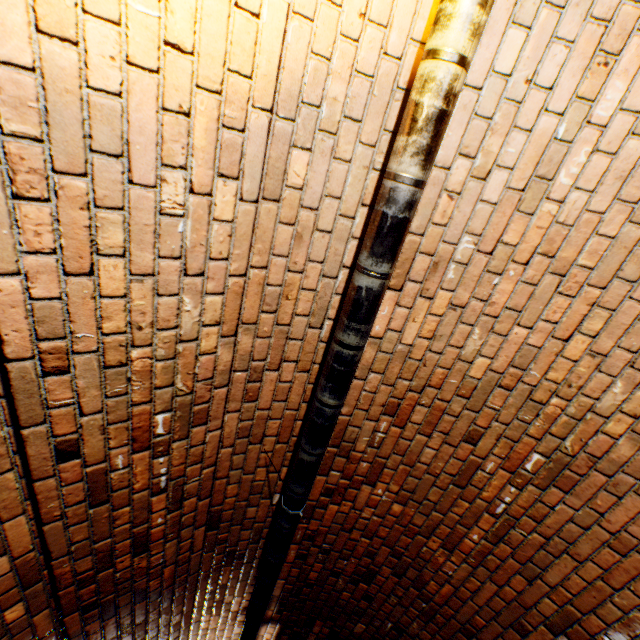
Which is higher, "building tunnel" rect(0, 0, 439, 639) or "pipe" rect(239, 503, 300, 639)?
"building tunnel" rect(0, 0, 439, 639)

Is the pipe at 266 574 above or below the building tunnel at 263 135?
below

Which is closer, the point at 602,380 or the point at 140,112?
the point at 140,112

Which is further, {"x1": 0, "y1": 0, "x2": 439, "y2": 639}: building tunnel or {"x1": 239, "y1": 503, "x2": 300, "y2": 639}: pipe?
{"x1": 239, "y1": 503, "x2": 300, "y2": 639}: pipe

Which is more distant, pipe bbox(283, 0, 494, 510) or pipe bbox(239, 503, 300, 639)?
pipe bbox(239, 503, 300, 639)
